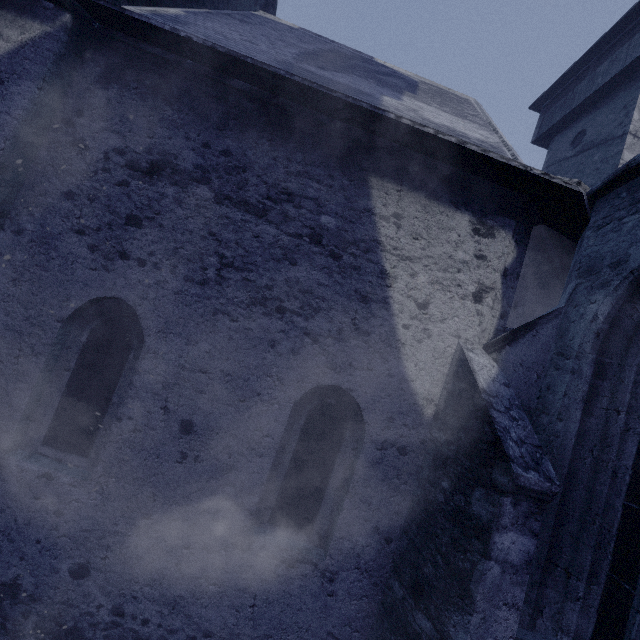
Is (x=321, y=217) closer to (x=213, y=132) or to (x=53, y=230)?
(x=213, y=132)
